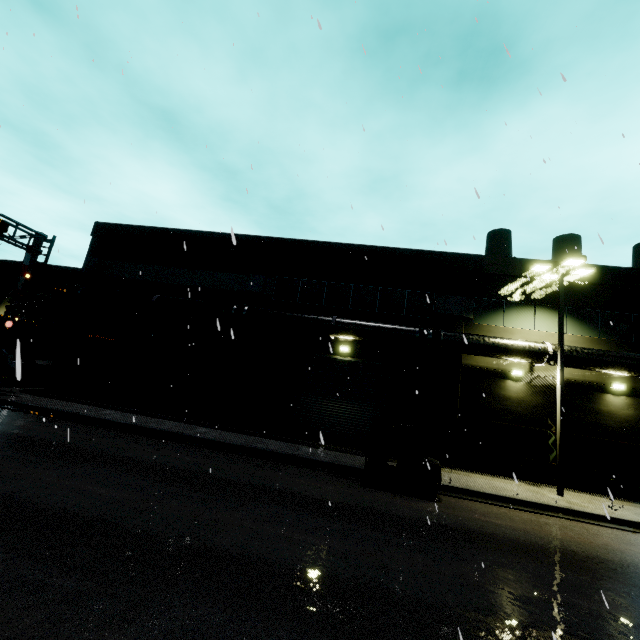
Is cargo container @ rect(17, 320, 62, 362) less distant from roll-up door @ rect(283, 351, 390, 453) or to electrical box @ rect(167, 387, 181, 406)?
roll-up door @ rect(283, 351, 390, 453)

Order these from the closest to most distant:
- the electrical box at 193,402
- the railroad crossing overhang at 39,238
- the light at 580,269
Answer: the light at 580,269, the railroad crossing overhang at 39,238, the electrical box at 193,402

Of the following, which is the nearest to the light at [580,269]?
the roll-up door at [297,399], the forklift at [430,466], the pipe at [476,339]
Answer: the pipe at [476,339]

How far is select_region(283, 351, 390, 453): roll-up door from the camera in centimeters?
1653cm

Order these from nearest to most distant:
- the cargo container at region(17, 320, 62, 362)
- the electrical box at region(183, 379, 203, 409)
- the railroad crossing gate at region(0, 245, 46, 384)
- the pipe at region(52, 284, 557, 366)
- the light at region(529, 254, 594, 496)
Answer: the light at region(529, 254, 594, 496) < the pipe at region(52, 284, 557, 366) < the railroad crossing gate at region(0, 245, 46, 384) < the electrical box at region(183, 379, 203, 409) < the cargo container at region(17, 320, 62, 362)

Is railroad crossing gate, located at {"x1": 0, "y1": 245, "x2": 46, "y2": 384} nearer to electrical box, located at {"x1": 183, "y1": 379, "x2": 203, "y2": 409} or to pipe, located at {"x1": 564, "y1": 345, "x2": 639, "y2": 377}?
pipe, located at {"x1": 564, "y1": 345, "x2": 639, "y2": 377}

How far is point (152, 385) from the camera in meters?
18.1

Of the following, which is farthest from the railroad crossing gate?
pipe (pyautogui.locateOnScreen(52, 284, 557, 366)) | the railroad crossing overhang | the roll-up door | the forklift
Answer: the forklift
